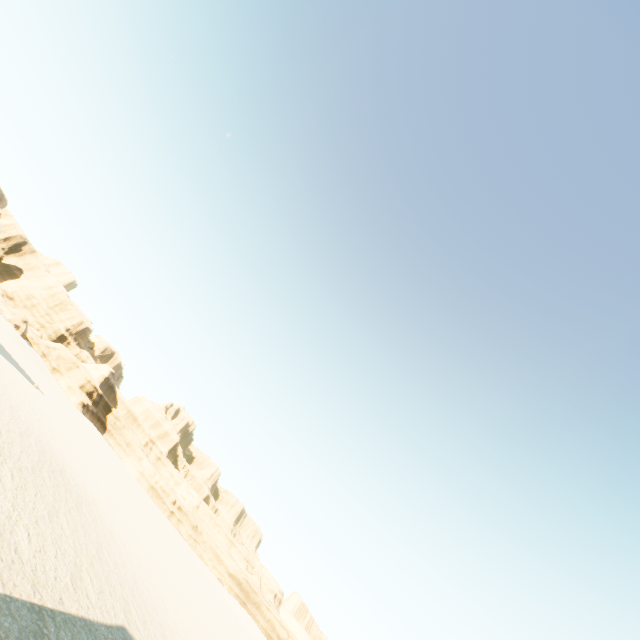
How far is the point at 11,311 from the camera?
55.0 meters
